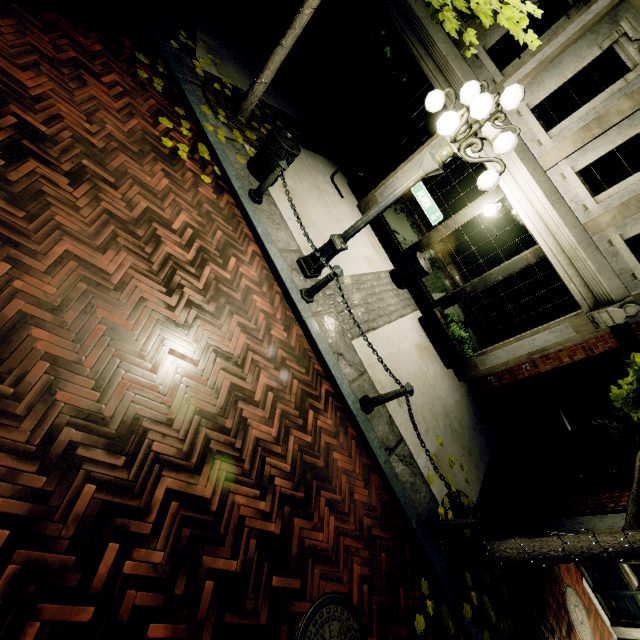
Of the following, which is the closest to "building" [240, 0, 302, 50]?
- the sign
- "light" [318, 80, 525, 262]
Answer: "light" [318, 80, 525, 262]

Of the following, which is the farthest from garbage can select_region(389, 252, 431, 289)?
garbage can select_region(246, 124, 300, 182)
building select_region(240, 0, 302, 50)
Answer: garbage can select_region(246, 124, 300, 182)

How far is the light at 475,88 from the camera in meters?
3.5 m

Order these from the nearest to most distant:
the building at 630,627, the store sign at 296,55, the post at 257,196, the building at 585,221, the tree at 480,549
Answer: the tree at 480,549 → the post at 257,196 → the building at 585,221 → the building at 630,627 → the store sign at 296,55

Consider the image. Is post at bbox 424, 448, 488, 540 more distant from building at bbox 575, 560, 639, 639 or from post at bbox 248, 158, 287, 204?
post at bbox 248, 158, 287, 204

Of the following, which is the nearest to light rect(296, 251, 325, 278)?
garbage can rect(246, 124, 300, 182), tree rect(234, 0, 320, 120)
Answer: tree rect(234, 0, 320, 120)

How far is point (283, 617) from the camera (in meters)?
2.98

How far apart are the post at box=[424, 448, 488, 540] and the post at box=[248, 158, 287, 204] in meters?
5.3
